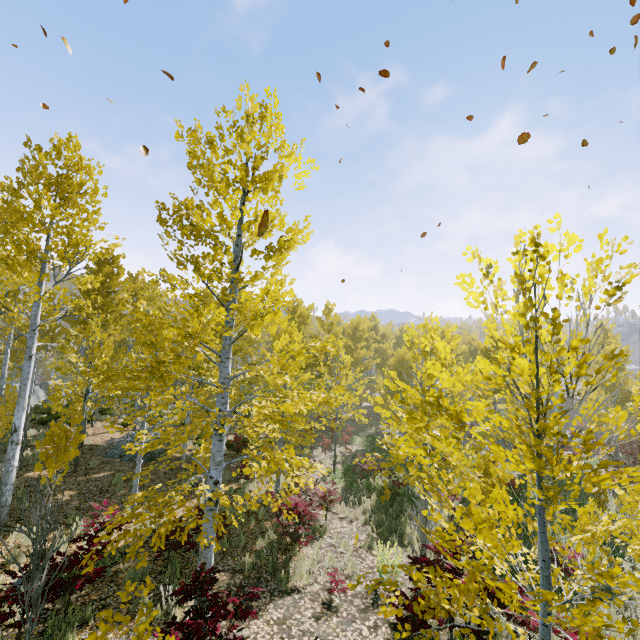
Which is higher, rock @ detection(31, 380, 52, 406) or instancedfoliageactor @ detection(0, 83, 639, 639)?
instancedfoliageactor @ detection(0, 83, 639, 639)

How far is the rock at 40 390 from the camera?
37.1m

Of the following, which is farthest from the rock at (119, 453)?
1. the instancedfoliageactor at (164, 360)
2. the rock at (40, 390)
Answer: the rock at (40, 390)

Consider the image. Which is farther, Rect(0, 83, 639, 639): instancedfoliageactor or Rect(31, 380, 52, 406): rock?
Rect(31, 380, 52, 406): rock

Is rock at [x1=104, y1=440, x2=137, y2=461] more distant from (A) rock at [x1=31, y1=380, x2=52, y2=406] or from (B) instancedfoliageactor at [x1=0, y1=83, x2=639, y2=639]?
(A) rock at [x1=31, y1=380, x2=52, y2=406]

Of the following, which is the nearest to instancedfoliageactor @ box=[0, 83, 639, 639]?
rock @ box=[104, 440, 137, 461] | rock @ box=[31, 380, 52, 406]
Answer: rock @ box=[31, 380, 52, 406]

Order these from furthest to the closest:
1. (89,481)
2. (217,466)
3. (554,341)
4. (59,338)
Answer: (59,338) < (89,481) < (217,466) < (554,341)

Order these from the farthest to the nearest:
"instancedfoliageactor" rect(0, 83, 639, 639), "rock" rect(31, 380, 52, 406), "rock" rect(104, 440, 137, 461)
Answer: "rock" rect(31, 380, 52, 406)
"rock" rect(104, 440, 137, 461)
"instancedfoliageactor" rect(0, 83, 639, 639)
